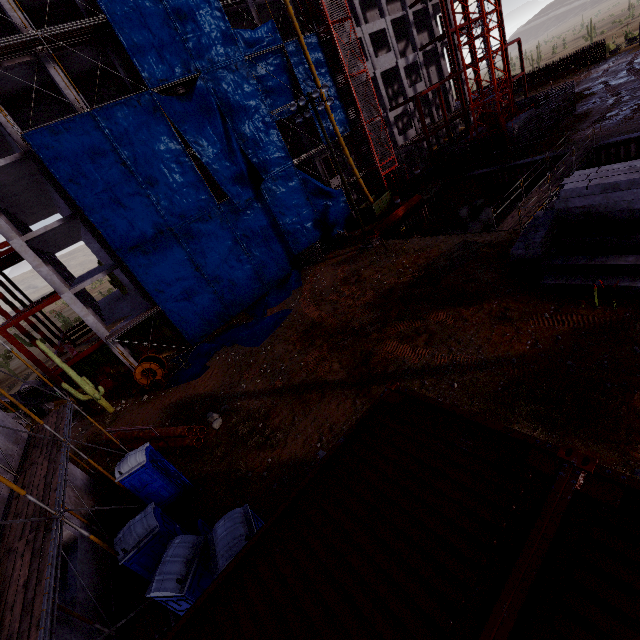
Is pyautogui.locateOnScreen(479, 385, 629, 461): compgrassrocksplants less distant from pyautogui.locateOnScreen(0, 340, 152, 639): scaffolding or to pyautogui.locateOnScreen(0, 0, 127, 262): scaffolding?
pyautogui.locateOnScreen(0, 340, 152, 639): scaffolding

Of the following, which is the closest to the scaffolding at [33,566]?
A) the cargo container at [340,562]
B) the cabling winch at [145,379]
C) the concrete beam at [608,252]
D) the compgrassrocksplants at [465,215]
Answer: the cargo container at [340,562]

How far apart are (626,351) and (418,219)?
22.6 meters

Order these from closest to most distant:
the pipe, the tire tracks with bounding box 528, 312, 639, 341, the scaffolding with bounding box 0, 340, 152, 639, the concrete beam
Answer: the scaffolding with bounding box 0, 340, 152, 639 → the tire tracks with bounding box 528, 312, 639, 341 → the concrete beam → the pipe

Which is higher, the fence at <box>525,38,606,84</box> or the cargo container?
the cargo container

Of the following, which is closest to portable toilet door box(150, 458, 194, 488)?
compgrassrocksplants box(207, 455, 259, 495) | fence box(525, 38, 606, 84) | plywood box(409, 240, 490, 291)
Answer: compgrassrocksplants box(207, 455, 259, 495)

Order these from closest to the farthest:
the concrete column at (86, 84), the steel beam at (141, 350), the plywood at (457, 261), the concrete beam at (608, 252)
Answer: the concrete beam at (608, 252)
the plywood at (457, 261)
the concrete column at (86, 84)
the steel beam at (141, 350)

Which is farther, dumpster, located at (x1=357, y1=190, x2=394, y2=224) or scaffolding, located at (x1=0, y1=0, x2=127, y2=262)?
dumpster, located at (x1=357, y1=190, x2=394, y2=224)
